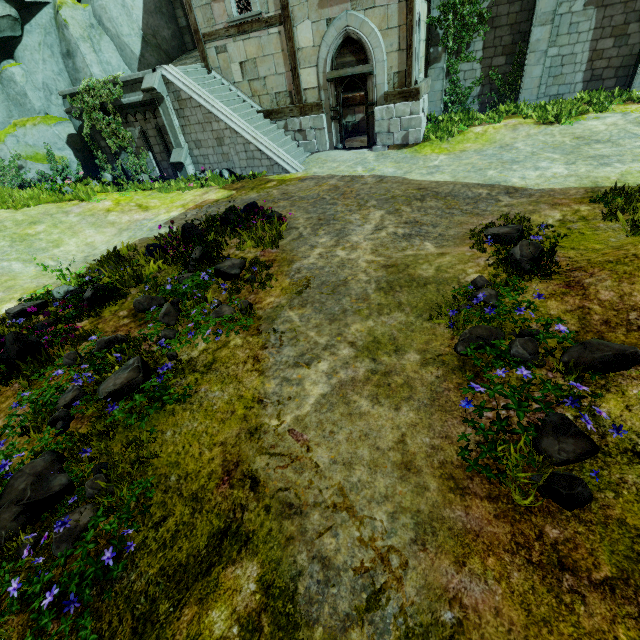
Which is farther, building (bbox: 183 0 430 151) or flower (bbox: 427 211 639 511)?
building (bbox: 183 0 430 151)

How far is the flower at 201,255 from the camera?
6.4m

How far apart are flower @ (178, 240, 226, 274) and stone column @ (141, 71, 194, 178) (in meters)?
8.10

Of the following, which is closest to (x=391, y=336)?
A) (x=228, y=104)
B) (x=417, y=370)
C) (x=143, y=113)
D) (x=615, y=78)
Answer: (x=417, y=370)

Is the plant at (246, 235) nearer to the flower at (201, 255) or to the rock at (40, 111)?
the flower at (201, 255)

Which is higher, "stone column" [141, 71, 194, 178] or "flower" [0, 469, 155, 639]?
"stone column" [141, 71, 194, 178]

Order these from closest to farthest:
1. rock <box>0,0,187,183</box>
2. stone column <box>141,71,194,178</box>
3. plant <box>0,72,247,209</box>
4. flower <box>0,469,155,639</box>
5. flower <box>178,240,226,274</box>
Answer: flower <box>0,469,155,639</box>
flower <box>178,240,226,274</box>
plant <box>0,72,247,209</box>
stone column <box>141,71,194,178</box>
rock <box>0,0,187,183</box>

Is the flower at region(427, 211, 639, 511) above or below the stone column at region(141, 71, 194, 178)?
below
